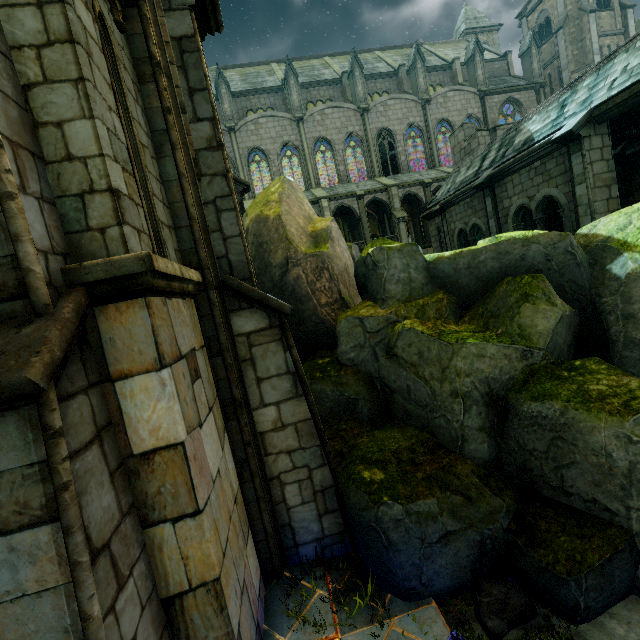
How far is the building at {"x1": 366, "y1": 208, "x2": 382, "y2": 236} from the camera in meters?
30.2

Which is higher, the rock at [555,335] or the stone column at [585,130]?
the stone column at [585,130]

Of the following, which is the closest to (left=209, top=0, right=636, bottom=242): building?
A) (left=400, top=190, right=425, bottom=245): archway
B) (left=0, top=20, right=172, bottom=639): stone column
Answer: (left=400, top=190, right=425, bottom=245): archway

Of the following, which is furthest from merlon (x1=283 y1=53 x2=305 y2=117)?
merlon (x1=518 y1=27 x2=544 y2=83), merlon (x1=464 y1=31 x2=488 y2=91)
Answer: merlon (x1=518 y1=27 x2=544 y2=83)

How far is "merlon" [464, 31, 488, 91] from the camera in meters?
30.1

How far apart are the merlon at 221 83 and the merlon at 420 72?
16.58m

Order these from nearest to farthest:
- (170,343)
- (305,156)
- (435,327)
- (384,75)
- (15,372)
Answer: (15,372), (170,343), (435,327), (305,156), (384,75)

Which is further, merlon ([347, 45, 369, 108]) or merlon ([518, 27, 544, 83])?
merlon ([518, 27, 544, 83])
